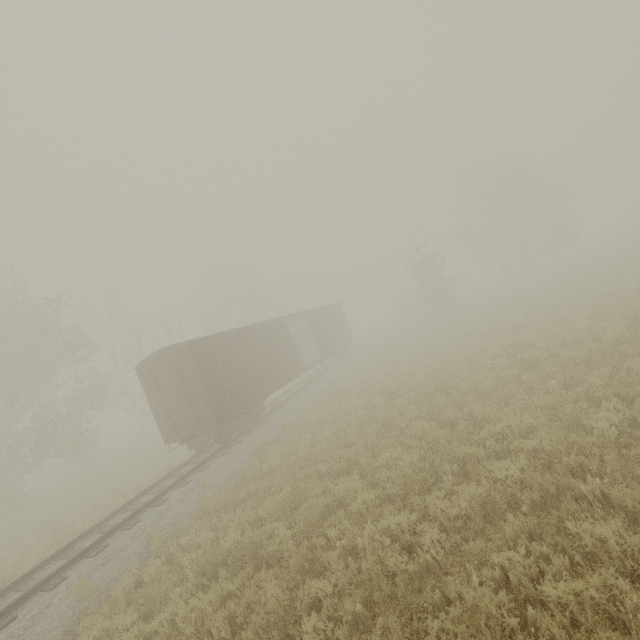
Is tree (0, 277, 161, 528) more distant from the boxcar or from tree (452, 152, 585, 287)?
tree (452, 152, 585, 287)

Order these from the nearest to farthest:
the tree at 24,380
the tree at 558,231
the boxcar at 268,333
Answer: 1. the boxcar at 268,333
2. the tree at 24,380
3. the tree at 558,231

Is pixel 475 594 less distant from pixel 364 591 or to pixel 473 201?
pixel 364 591

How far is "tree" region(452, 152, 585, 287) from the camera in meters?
33.4 m

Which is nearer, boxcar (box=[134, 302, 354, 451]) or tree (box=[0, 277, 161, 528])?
boxcar (box=[134, 302, 354, 451])

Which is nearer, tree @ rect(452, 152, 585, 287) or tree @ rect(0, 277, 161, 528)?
tree @ rect(0, 277, 161, 528)

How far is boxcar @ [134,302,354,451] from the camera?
12.9 meters

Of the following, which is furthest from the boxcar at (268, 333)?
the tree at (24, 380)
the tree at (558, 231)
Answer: the tree at (558, 231)
